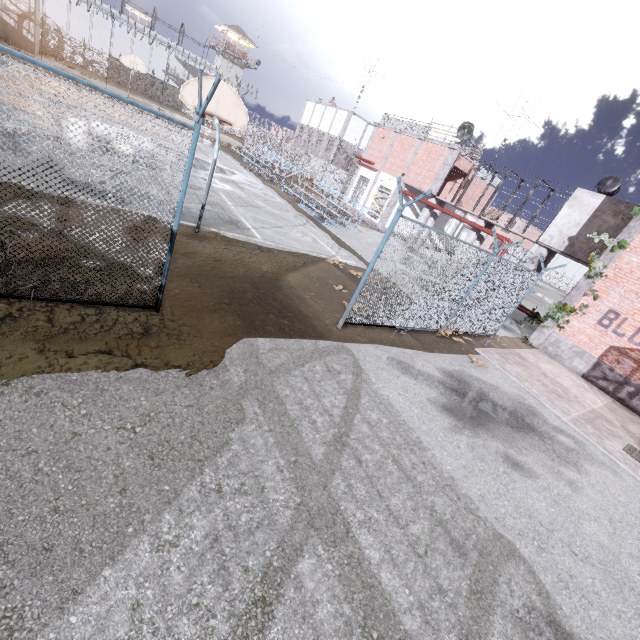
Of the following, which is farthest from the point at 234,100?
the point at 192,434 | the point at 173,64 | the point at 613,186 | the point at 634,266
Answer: the point at 173,64

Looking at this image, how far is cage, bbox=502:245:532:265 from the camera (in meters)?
45.22

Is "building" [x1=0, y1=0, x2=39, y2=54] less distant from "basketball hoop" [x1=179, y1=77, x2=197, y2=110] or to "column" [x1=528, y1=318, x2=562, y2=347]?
"basketball hoop" [x1=179, y1=77, x2=197, y2=110]

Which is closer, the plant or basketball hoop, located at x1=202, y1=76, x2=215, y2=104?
basketball hoop, located at x1=202, y1=76, x2=215, y2=104

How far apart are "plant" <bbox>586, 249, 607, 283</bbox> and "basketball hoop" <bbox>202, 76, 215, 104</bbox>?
13.69m

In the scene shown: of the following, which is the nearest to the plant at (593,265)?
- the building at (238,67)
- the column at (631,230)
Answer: the column at (631,230)

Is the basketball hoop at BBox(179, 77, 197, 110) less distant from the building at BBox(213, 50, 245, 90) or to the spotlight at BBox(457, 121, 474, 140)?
the spotlight at BBox(457, 121, 474, 140)

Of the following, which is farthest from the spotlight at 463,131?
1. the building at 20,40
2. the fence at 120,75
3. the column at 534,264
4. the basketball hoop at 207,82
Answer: the building at 20,40
